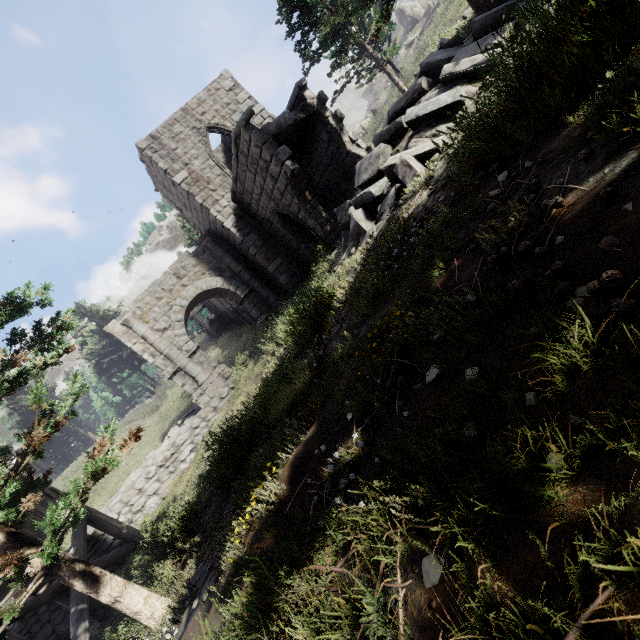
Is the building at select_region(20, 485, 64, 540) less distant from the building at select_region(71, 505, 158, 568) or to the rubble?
the building at select_region(71, 505, 158, 568)

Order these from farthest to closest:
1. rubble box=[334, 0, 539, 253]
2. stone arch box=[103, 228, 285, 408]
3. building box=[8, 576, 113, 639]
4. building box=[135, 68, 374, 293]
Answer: stone arch box=[103, 228, 285, 408], building box=[135, 68, 374, 293], building box=[8, 576, 113, 639], rubble box=[334, 0, 539, 253]

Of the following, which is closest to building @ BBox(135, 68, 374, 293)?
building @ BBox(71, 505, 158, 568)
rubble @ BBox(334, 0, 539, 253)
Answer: rubble @ BBox(334, 0, 539, 253)

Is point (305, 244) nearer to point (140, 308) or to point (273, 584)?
point (140, 308)

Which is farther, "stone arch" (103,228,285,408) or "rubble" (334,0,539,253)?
"stone arch" (103,228,285,408)

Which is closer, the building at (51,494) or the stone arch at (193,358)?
the building at (51,494)

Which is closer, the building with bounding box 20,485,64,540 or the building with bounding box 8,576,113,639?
the building with bounding box 8,576,113,639

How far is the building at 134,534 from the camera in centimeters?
878cm
